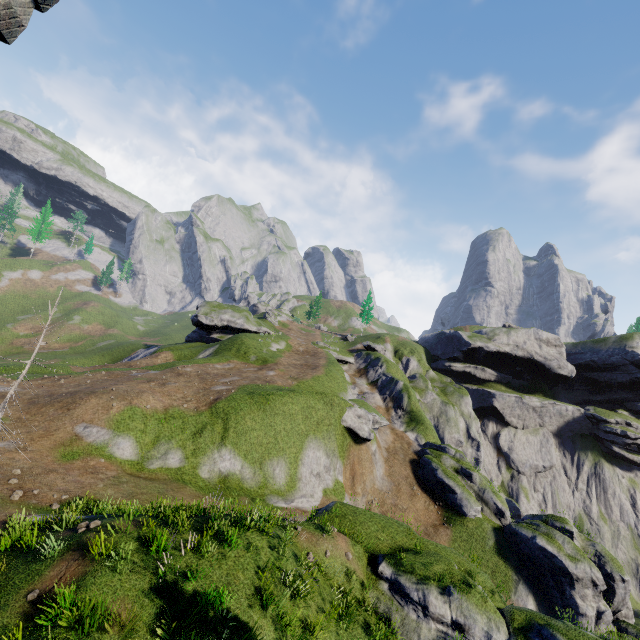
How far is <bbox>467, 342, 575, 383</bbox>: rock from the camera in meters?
57.8 m

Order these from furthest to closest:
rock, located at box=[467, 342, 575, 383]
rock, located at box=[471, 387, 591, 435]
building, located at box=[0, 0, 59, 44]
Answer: rock, located at box=[467, 342, 575, 383] → rock, located at box=[471, 387, 591, 435] → building, located at box=[0, 0, 59, 44]

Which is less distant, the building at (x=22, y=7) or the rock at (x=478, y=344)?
the building at (x=22, y=7)

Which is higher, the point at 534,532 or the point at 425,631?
the point at 534,532

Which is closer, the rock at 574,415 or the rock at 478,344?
the rock at 574,415

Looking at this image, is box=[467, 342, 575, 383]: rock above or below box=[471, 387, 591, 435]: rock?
above

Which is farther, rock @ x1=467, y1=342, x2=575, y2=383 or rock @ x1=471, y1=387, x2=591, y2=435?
rock @ x1=467, y1=342, x2=575, y2=383

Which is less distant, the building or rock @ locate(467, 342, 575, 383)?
the building
